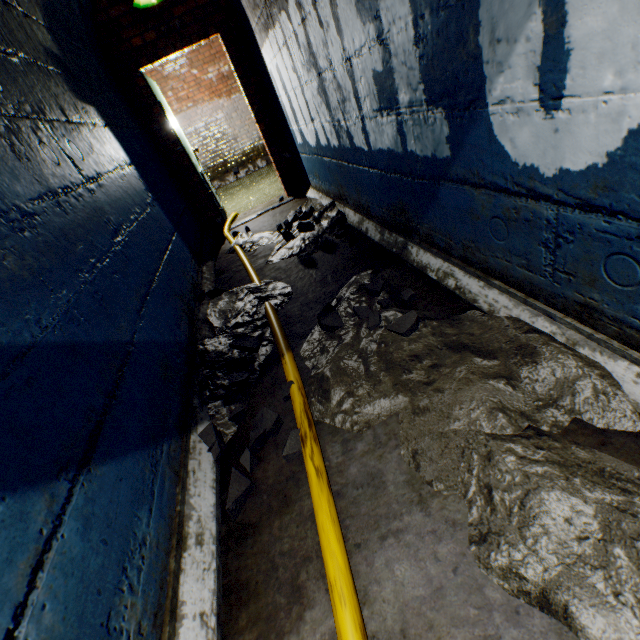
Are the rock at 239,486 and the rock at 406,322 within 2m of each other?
yes

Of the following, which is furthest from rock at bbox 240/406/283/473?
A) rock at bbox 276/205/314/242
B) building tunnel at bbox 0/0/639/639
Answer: rock at bbox 276/205/314/242

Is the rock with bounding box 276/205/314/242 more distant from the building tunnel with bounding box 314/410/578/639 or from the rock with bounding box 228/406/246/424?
the rock with bounding box 228/406/246/424

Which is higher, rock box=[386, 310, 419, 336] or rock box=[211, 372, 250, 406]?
rock box=[386, 310, 419, 336]

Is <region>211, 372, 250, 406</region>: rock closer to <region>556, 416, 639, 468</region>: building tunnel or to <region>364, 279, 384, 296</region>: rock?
<region>556, 416, 639, 468</region>: building tunnel

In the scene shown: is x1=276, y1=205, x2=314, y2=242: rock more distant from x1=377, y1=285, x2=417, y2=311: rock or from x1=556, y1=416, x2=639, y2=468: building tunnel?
x1=377, y1=285, x2=417, y2=311: rock

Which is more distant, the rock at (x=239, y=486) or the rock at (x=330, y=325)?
the rock at (x=330, y=325)

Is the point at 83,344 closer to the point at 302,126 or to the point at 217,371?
the point at 217,371
